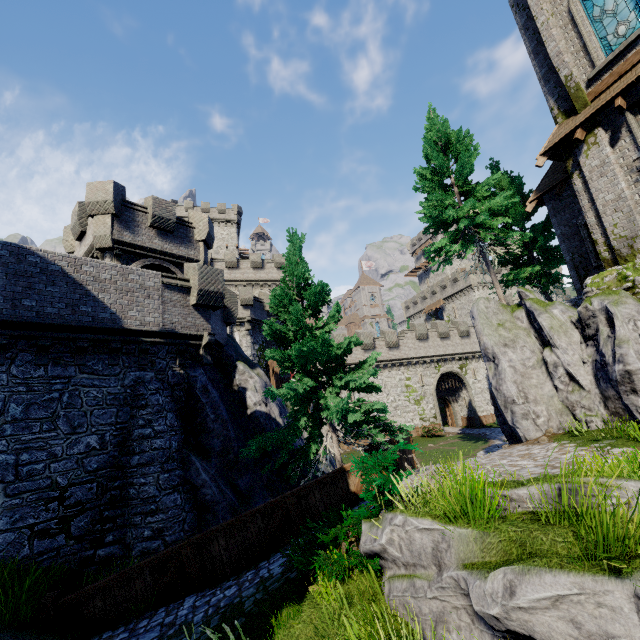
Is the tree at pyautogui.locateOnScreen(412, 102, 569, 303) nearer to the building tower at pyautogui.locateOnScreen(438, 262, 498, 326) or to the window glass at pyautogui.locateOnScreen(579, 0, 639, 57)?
the window glass at pyautogui.locateOnScreen(579, 0, 639, 57)

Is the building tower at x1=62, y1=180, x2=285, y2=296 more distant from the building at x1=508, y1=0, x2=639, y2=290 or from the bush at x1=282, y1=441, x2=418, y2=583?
the building at x1=508, y1=0, x2=639, y2=290

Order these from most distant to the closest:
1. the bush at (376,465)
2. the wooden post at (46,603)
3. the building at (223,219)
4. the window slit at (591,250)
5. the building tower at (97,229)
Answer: the building at (223,219) < the building tower at (97,229) < the window slit at (591,250) < the wooden post at (46,603) < the bush at (376,465)

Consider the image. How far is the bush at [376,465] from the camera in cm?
545

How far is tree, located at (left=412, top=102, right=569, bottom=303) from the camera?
16.9m

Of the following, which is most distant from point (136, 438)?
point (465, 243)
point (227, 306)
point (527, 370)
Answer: point (465, 243)

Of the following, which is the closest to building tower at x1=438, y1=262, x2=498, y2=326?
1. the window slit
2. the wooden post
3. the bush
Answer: the window slit

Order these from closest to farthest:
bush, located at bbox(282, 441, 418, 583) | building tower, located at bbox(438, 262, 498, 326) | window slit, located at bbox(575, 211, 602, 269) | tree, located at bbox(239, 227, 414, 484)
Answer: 1. bush, located at bbox(282, 441, 418, 583)
2. tree, located at bbox(239, 227, 414, 484)
3. window slit, located at bbox(575, 211, 602, 269)
4. building tower, located at bbox(438, 262, 498, 326)
